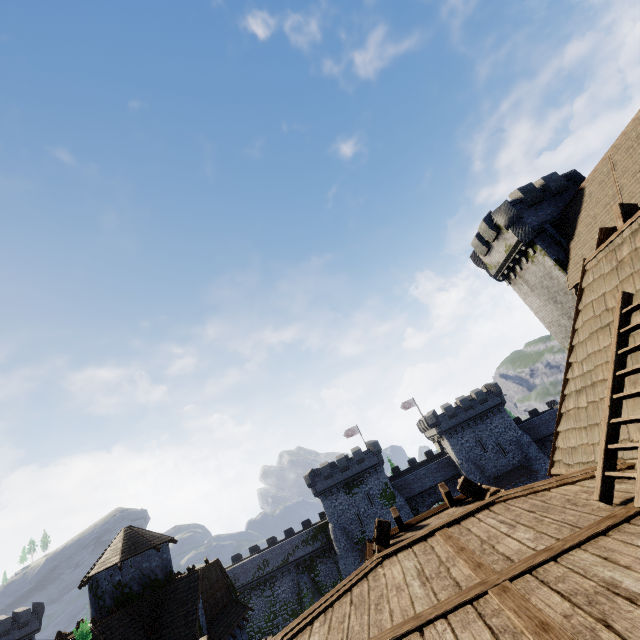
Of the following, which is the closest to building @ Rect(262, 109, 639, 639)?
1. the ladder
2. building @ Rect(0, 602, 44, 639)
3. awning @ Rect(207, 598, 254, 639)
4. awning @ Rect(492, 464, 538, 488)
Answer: the ladder

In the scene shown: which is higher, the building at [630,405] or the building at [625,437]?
the building at [630,405]

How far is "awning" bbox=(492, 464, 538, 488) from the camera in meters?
42.0

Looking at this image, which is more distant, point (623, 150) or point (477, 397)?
point (477, 397)

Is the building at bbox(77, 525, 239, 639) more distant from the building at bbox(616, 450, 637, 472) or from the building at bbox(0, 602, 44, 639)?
the building at bbox(0, 602, 44, 639)

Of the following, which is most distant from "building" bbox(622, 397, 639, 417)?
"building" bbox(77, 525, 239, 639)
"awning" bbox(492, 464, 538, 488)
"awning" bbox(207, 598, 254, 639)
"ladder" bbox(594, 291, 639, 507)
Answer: "awning" bbox(492, 464, 538, 488)

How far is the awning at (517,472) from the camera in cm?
4203

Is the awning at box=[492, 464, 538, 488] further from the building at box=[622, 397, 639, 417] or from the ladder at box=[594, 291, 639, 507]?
the ladder at box=[594, 291, 639, 507]
